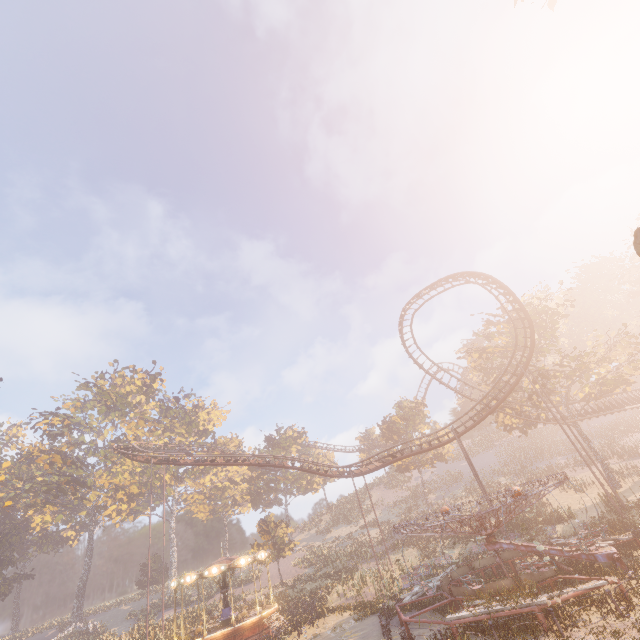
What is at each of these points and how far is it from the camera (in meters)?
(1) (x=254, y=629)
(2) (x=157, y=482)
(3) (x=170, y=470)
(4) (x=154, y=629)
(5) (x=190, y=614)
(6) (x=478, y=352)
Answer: (1) carousel, 22.88
(2) instancedfoliageactor, 54.47
(3) instancedfoliageactor, 54.56
(4) instancedfoliageactor, 29.81
(5) instancedfoliageactor, 34.28
(6) tree, 36.59

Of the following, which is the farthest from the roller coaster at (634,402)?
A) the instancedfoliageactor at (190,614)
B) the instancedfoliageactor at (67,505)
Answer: the instancedfoliageactor at (190,614)

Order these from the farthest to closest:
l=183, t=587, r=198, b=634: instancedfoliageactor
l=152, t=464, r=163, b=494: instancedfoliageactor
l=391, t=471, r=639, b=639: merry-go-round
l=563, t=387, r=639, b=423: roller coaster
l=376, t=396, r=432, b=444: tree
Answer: l=152, t=464, r=163, b=494: instancedfoliageactor
l=376, t=396, r=432, b=444: tree
l=563, t=387, r=639, b=423: roller coaster
l=183, t=587, r=198, b=634: instancedfoliageactor
l=391, t=471, r=639, b=639: merry-go-round

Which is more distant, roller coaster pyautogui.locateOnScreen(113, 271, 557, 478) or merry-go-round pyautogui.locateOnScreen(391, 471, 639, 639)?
roller coaster pyautogui.locateOnScreen(113, 271, 557, 478)

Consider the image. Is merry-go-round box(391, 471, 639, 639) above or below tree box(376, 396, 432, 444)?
below

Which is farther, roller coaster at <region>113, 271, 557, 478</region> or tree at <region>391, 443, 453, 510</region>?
tree at <region>391, 443, 453, 510</region>

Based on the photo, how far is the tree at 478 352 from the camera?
35.19m

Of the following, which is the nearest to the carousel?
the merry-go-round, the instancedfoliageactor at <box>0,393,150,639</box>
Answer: the instancedfoliageactor at <box>0,393,150,639</box>
